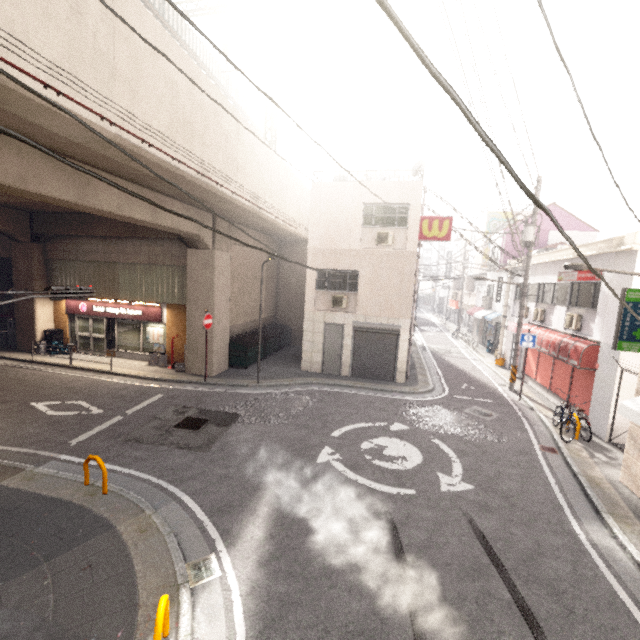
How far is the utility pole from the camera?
13.79m

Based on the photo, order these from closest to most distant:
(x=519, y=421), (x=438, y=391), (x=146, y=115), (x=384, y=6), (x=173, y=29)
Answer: (x=384, y=6) → (x=146, y=115) → (x=519, y=421) → (x=173, y=29) → (x=438, y=391)

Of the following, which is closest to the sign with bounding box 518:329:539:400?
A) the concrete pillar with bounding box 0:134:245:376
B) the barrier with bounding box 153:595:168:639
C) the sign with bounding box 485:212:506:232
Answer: the concrete pillar with bounding box 0:134:245:376

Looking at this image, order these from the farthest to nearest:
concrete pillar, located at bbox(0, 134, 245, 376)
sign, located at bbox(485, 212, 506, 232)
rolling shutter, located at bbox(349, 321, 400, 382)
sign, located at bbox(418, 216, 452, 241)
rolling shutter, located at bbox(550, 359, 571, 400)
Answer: sign, located at bbox(485, 212, 506, 232)
rolling shutter, located at bbox(349, 321, 400, 382)
sign, located at bbox(418, 216, 452, 241)
rolling shutter, located at bbox(550, 359, 571, 400)
concrete pillar, located at bbox(0, 134, 245, 376)

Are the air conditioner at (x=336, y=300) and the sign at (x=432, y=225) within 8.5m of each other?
yes

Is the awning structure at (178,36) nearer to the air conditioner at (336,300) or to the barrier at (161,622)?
the air conditioner at (336,300)

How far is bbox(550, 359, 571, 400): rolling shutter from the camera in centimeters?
1252cm

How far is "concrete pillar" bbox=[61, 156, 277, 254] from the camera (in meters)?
8.62
